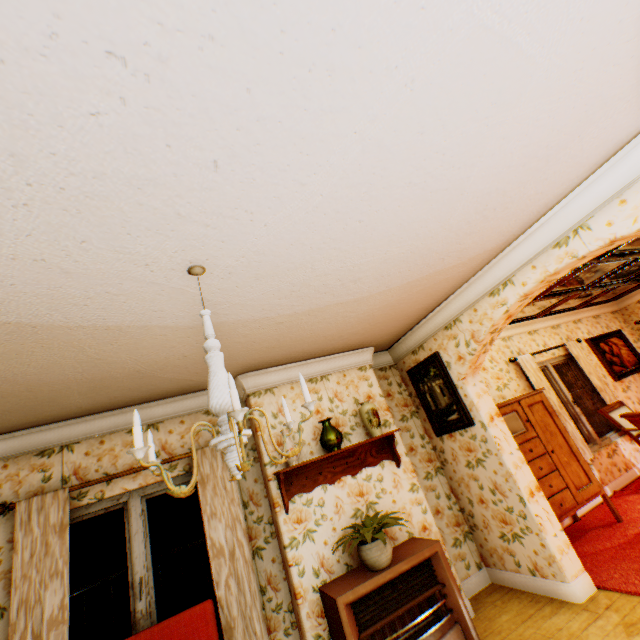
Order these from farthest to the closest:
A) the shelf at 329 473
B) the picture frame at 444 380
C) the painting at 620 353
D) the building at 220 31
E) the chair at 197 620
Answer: the painting at 620 353 < the picture frame at 444 380 < the shelf at 329 473 < the chair at 197 620 < the building at 220 31

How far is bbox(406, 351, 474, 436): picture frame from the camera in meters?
4.1 m

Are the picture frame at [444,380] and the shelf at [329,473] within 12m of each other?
yes

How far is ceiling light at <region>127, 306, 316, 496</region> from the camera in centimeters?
124cm

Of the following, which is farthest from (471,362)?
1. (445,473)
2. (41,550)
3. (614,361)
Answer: (614,361)

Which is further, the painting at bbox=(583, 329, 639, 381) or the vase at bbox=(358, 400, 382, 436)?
the painting at bbox=(583, 329, 639, 381)

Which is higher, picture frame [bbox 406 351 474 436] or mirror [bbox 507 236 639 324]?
mirror [bbox 507 236 639 324]

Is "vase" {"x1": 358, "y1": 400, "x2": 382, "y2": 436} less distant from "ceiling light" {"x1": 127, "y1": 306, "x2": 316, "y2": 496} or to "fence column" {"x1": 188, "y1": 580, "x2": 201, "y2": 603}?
"ceiling light" {"x1": 127, "y1": 306, "x2": 316, "y2": 496}
